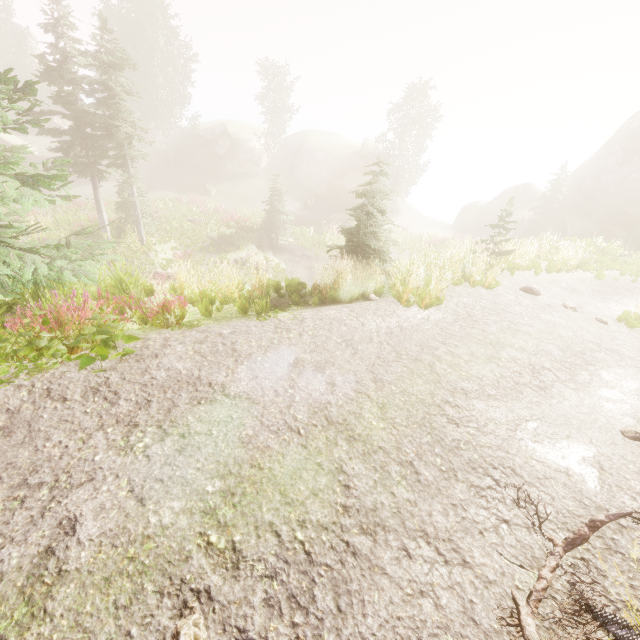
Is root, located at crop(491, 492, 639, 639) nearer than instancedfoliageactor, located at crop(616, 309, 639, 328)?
Yes

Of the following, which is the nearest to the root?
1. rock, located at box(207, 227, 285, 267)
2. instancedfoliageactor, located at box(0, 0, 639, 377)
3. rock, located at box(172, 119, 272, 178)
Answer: instancedfoliageactor, located at box(0, 0, 639, 377)

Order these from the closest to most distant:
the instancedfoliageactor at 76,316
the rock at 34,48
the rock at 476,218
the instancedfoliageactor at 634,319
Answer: the instancedfoliageactor at 76,316 < the instancedfoliageactor at 634,319 < the rock at 476,218 < the rock at 34,48

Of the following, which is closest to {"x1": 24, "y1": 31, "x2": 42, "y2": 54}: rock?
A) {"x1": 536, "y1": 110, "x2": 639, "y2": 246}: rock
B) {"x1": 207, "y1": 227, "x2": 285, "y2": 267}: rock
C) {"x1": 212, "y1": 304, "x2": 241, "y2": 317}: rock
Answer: {"x1": 207, "y1": 227, "x2": 285, "y2": 267}: rock

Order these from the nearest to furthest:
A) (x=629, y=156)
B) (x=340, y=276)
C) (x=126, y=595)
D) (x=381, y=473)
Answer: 1. (x=126, y=595)
2. (x=381, y=473)
3. (x=340, y=276)
4. (x=629, y=156)

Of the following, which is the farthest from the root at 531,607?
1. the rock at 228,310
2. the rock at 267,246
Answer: the rock at 267,246

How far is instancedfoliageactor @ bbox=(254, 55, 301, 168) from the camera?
38.0 meters

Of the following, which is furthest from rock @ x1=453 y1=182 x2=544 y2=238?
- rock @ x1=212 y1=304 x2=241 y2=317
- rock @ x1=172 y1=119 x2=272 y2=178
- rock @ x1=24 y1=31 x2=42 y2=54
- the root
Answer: rock @ x1=24 y1=31 x2=42 y2=54
